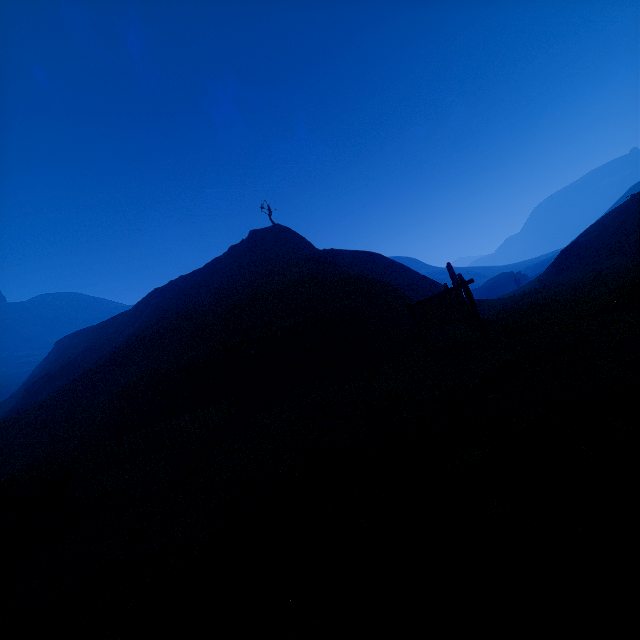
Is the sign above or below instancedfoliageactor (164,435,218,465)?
above

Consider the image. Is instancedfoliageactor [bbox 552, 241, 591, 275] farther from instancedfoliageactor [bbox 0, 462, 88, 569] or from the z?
instancedfoliageactor [bbox 0, 462, 88, 569]

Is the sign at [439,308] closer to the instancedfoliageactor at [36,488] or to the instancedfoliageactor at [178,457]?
the instancedfoliageactor at [178,457]

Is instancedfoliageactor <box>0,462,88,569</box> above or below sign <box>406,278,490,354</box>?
below

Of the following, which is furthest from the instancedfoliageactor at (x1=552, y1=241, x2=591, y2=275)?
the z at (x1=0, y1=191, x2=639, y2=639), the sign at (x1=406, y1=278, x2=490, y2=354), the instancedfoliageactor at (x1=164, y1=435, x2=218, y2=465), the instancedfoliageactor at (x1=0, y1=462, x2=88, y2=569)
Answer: the instancedfoliageactor at (x1=0, y1=462, x2=88, y2=569)

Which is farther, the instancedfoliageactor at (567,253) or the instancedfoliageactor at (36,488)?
the instancedfoliageactor at (567,253)

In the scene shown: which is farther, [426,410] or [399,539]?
[426,410]

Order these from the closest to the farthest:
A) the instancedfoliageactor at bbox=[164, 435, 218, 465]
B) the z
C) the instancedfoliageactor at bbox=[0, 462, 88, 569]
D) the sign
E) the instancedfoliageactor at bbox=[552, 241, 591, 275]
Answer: the z, the instancedfoliageactor at bbox=[0, 462, 88, 569], the instancedfoliageactor at bbox=[164, 435, 218, 465], the sign, the instancedfoliageactor at bbox=[552, 241, 591, 275]
